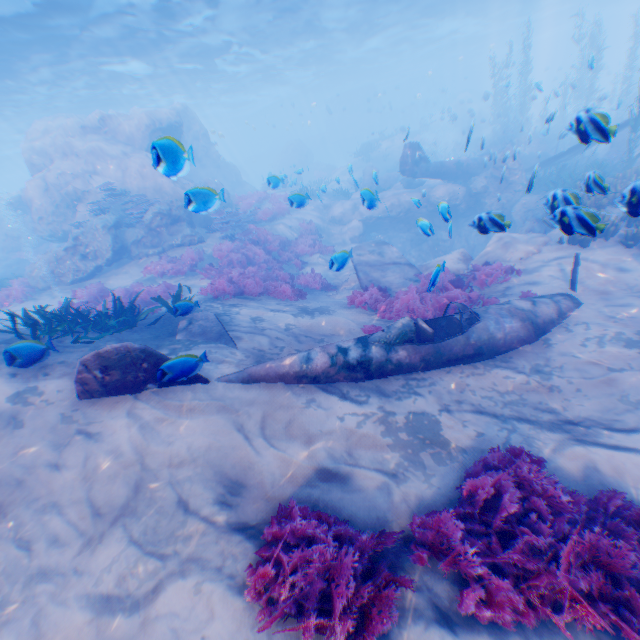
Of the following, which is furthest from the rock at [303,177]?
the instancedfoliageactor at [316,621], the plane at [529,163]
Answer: the instancedfoliageactor at [316,621]

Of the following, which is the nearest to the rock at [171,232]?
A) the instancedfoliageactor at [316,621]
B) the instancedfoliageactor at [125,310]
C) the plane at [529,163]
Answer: the plane at [529,163]

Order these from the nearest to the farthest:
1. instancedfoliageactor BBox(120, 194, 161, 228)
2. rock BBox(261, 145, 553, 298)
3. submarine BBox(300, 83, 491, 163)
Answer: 1. rock BBox(261, 145, 553, 298)
2. instancedfoliageactor BBox(120, 194, 161, 228)
3. submarine BBox(300, 83, 491, 163)

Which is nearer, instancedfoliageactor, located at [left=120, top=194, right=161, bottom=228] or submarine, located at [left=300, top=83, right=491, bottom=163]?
instancedfoliageactor, located at [left=120, top=194, right=161, bottom=228]

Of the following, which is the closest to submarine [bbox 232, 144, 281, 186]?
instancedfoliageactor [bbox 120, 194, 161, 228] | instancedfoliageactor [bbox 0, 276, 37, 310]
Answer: instancedfoliageactor [bbox 120, 194, 161, 228]

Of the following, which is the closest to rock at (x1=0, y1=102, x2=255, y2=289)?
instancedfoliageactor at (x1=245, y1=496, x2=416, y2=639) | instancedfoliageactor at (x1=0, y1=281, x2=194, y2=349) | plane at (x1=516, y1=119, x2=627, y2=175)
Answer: plane at (x1=516, y1=119, x2=627, y2=175)

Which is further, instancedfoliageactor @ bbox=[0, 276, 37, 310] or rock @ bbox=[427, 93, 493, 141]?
rock @ bbox=[427, 93, 493, 141]

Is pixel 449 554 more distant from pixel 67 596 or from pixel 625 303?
pixel 625 303
